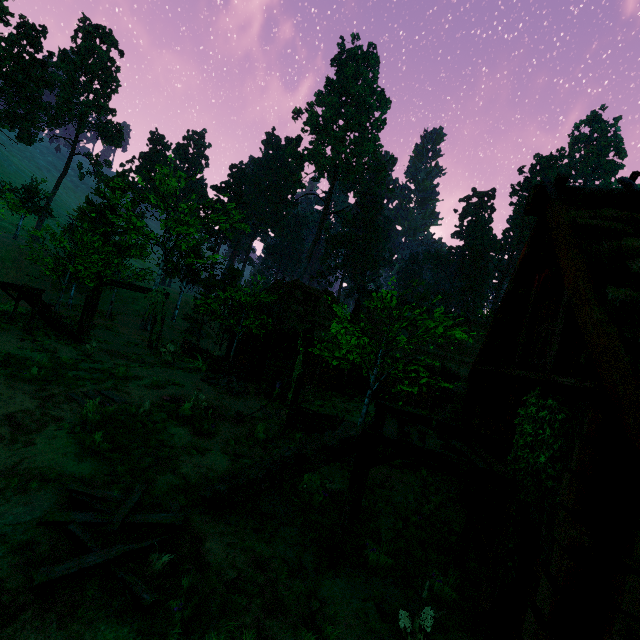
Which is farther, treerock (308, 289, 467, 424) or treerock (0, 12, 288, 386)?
treerock (0, 12, 288, 386)

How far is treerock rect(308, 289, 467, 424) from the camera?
7.6 meters

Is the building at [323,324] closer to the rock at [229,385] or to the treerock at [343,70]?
the treerock at [343,70]

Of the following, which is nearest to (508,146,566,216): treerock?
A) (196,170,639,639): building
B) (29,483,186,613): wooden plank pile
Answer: (196,170,639,639): building

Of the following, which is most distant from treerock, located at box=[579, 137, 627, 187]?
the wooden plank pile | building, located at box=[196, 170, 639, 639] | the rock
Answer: the wooden plank pile

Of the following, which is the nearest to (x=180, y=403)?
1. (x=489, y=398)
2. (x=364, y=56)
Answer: (x=489, y=398)

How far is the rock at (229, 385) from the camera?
14.1 meters
